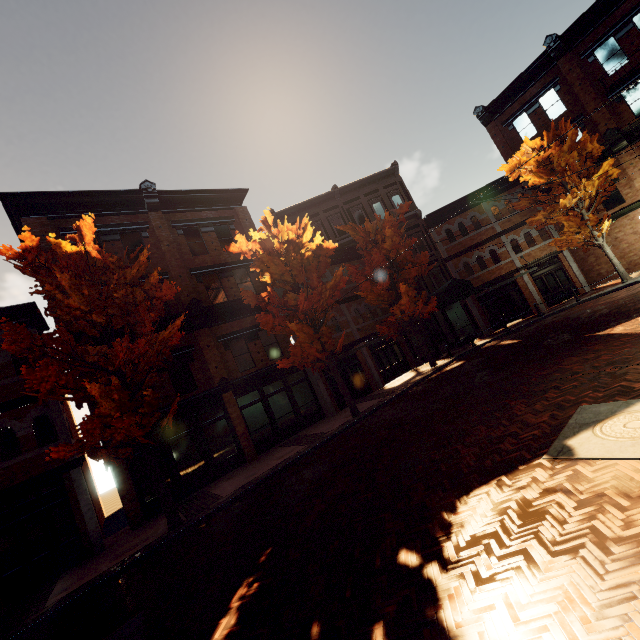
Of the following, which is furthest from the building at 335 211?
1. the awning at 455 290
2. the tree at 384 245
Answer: the tree at 384 245

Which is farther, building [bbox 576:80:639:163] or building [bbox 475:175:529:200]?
building [bbox 475:175:529:200]

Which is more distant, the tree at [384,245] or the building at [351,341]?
the building at [351,341]

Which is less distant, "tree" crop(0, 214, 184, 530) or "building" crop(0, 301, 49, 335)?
"tree" crop(0, 214, 184, 530)

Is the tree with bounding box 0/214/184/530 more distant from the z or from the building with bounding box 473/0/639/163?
the z

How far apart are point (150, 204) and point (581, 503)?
19.82m

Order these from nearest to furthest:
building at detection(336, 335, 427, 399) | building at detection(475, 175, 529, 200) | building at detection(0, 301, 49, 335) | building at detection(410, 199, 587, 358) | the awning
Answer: building at detection(0, 301, 49, 335) < the awning < building at detection(336, 335, 427, 399) < building at detection(410, 199, 587, 358) < building at detection(475, 175, 529, 200)

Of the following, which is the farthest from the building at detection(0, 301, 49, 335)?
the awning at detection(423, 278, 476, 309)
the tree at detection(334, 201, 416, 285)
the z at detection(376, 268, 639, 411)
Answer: the z at detection(376, 268, 639, 411)
